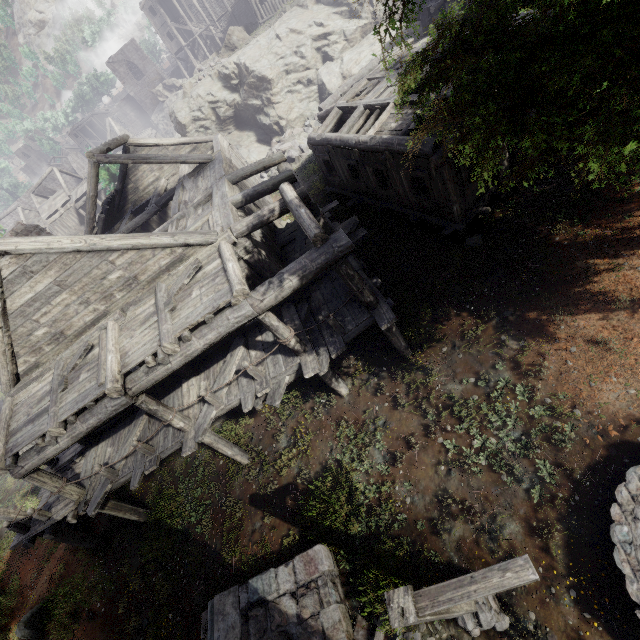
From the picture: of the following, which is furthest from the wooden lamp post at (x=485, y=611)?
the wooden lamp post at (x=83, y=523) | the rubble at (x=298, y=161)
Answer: the rubble at (x=298, y=161)

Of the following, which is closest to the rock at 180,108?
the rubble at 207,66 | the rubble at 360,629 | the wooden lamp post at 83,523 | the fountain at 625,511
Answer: the rubble at 207,66

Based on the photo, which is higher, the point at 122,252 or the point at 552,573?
the point at 122,252

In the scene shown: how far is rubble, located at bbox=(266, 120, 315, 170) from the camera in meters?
22.4

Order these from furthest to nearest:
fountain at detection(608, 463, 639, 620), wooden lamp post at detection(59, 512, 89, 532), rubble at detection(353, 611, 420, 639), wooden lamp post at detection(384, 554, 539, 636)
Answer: wooden lamp post at detection(59, 512, 89, 532), rubble at detection(353, 611, 420, 639), fountain at detection(608, 463, 639, 620), wooden lamp post at detection(384, 554, 539, 636)

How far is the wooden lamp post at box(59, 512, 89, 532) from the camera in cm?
1336

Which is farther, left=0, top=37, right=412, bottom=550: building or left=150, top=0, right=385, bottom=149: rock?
left=150, top=0, right=385, bottom=149: rock

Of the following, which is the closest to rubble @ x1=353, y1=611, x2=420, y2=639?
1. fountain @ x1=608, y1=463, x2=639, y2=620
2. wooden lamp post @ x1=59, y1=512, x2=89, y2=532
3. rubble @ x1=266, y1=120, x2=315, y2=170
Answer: fountain @ x1=608, y1=463, x2=639, y2=620
